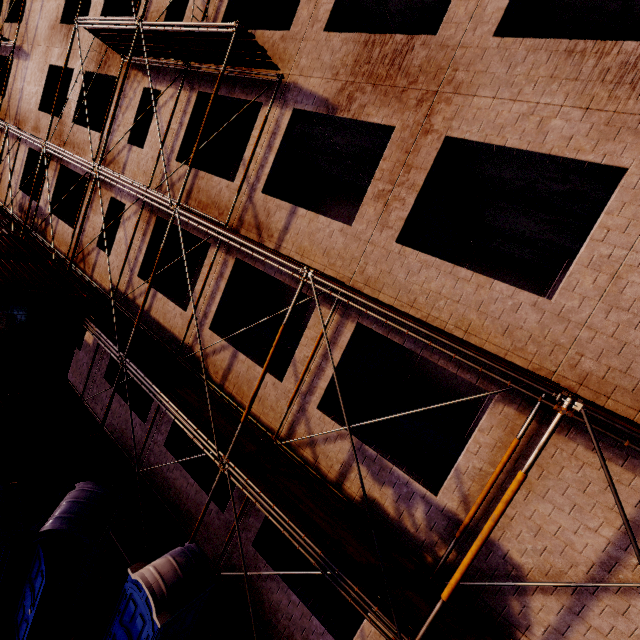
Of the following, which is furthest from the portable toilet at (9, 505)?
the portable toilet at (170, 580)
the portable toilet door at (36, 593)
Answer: the portable toilet at (170, 580)

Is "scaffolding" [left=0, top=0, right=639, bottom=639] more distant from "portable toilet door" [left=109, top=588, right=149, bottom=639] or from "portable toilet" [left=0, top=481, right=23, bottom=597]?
"portable toilet door" [left=109, top=588, right=149, bottom=639]

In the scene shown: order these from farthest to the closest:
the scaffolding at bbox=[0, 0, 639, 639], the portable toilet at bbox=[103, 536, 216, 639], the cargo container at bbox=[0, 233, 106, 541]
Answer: the cargo container at bbox=[0, 233, 106, 541]
the portable toilet at bbox=[103, 536, 216, 639]
the scaffolding at bbox=[0, 0, 639, 639]

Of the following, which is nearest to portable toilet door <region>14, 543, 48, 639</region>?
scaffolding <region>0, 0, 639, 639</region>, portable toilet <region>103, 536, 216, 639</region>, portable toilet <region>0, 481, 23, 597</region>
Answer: portable toilet <region>0, 481, 23, 597</region>

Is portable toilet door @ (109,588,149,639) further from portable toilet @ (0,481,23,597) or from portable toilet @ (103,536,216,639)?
portable toilet @ (0,481,23,597)

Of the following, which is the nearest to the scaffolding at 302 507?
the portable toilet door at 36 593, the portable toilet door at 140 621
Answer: the portable toilet door at 140 621

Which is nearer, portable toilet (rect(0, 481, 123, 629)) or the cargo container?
portable toilet (rect(0, 481, 123, 629))

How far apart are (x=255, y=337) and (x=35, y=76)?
17.7m
